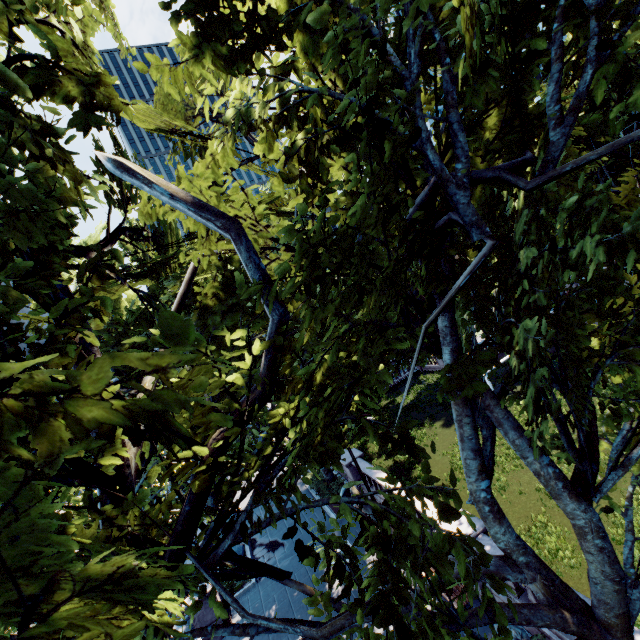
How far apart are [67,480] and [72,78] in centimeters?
548cm

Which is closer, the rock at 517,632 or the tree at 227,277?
the tree at 227,277

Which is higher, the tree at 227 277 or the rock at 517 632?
the tree at 227 277

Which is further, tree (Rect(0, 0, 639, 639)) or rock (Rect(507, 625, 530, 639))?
rock (Rect(507, 625, 530, 639))

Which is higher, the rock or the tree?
the tree
